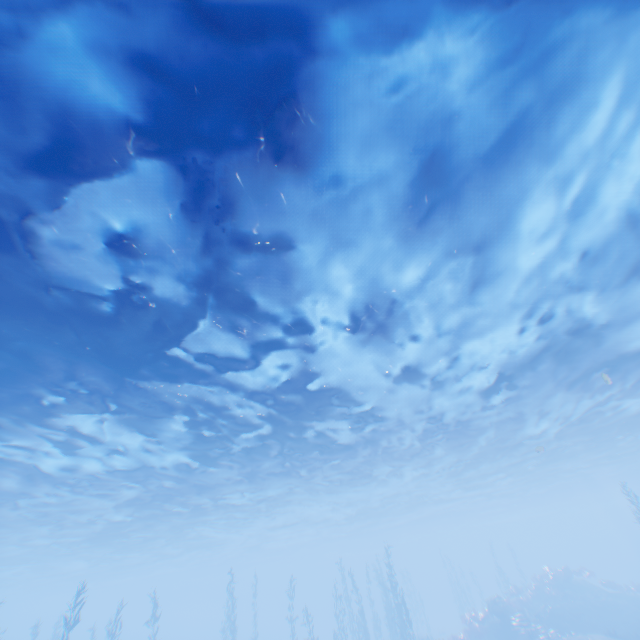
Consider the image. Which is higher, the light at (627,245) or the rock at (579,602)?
the light at (627,245)

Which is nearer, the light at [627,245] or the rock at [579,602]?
the light at [627,245]

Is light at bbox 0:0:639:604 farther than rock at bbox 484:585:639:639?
No

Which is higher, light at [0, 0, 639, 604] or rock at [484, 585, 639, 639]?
light at [0, 0, 639, 604]

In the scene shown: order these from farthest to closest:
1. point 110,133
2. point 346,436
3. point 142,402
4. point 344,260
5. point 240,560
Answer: point 240,560, point 346,436, point 142,402, point 344,260, point 110,133
